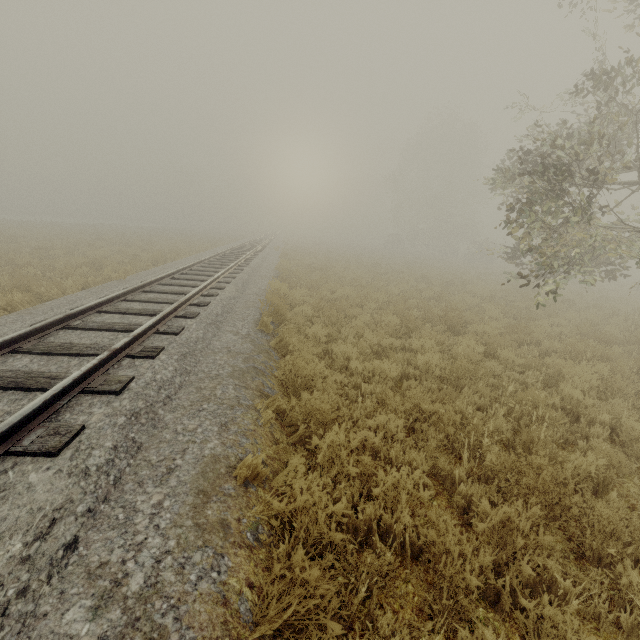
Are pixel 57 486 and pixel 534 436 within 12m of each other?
yes
